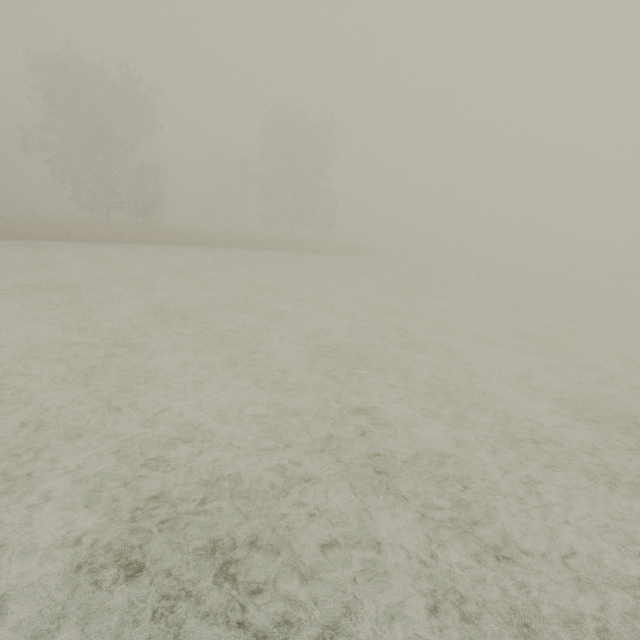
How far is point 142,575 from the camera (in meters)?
3.04
